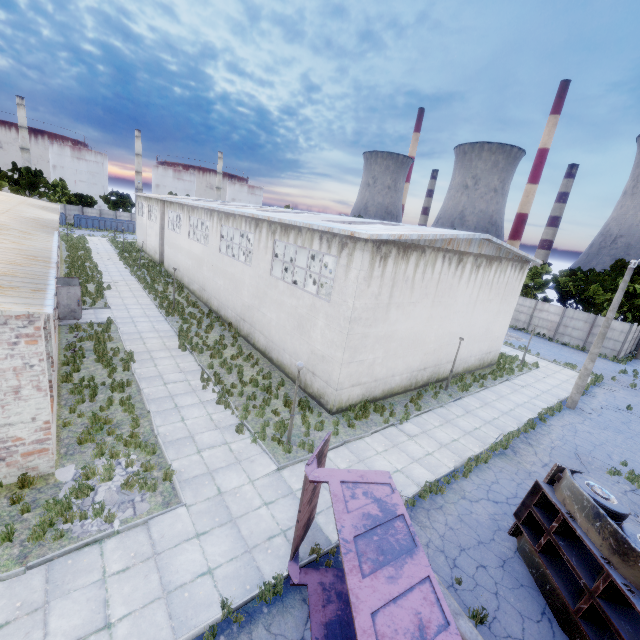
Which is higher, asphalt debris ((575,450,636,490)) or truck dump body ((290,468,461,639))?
truck dump body ((290,468,461,639))

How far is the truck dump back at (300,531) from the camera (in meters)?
7.26

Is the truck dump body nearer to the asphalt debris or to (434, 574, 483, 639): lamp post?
(434, 574, 483, 639): lamp post

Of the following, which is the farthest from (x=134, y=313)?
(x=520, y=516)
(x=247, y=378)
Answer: (x=520, y=516)

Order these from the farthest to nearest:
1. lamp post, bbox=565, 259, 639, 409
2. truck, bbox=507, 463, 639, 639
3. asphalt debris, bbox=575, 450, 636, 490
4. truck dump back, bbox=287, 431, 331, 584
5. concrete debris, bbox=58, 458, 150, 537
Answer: lamp post, bbox=565, 259, 639, 409
asphalt debris, bbox=575, 450, 636, 490
concrete debris, bbox=58, 458, 150, 537
truck dump back, bbox=287, 431, 331, 584
truck, bbox=507, 463, 639, 639

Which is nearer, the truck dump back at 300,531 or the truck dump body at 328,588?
the truck dump body at 328,588

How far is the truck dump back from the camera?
7.3m

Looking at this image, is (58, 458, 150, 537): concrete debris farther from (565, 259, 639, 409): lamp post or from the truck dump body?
(565, 259, 639, 409): lamp post
